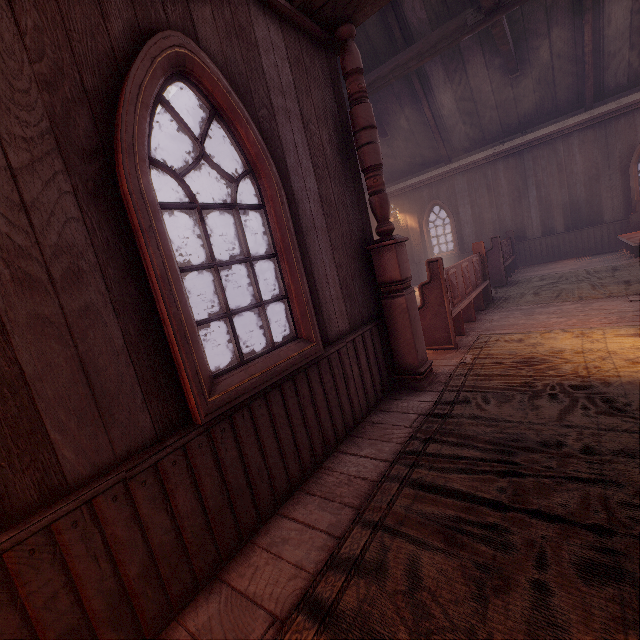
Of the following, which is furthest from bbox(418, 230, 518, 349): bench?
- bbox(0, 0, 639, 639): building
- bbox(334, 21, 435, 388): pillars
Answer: bbox(334, 21, 435, 388): pillars

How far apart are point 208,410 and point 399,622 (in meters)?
1.33

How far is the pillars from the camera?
3.19m

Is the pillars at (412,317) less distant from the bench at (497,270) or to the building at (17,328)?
the building at (17,328)

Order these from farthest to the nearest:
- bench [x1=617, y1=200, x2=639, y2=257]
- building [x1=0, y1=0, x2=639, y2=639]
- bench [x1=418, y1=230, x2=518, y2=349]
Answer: bench [x1=617, y1=200, x2=639, y2=257] < bench [x1=418, y1=230, x2=518, y2=349] < building [x1=0, y1=0, x2=639, y2=639]

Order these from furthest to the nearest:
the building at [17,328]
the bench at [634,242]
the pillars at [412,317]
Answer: the bench at [634,242] → the pillars at [412,317] → the building at [17,328]

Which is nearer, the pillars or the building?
the building
